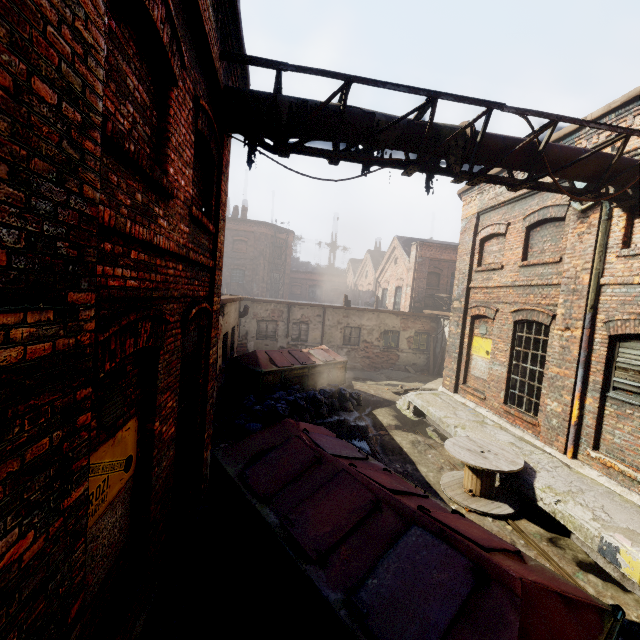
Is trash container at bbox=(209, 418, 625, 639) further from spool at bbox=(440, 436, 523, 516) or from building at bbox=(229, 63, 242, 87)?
spool at bbox=(440, 436, 523, 516)

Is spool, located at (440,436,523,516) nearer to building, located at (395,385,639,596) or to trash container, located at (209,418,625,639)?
building, located at (395,385,639,596)

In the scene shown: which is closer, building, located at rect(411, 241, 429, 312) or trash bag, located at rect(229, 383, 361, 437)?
trash bag, located at rect(229, 383, 361, 437)

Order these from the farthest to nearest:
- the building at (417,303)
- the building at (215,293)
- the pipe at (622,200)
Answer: the building at (417,303) → the pipe at (622,200) → the building at (215,293)

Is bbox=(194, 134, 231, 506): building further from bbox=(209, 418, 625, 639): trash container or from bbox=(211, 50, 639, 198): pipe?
bbox=(209, 418, 625, 639): trash container

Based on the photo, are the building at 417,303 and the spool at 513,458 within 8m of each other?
no

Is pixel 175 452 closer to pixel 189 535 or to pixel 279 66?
pixel 189 535

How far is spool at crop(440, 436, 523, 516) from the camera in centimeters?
641cm
